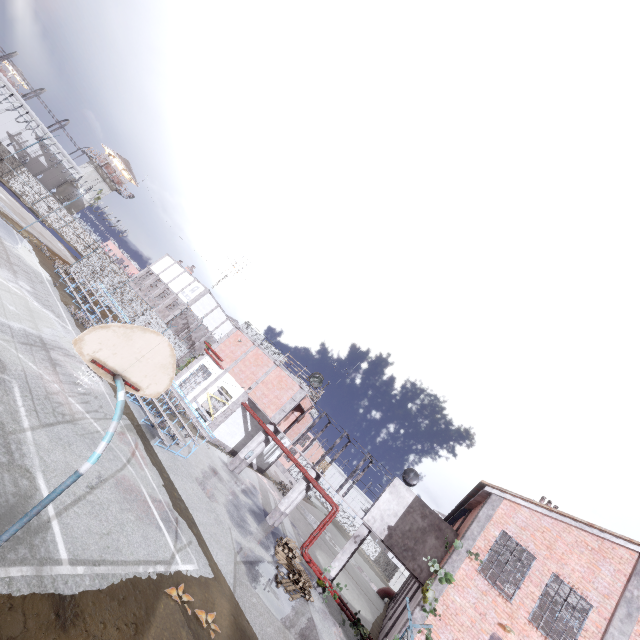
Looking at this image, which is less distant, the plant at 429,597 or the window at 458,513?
the plant at 429,597

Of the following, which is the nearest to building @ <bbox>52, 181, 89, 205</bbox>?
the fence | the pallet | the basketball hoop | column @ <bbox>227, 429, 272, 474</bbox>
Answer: the fence

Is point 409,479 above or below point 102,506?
above

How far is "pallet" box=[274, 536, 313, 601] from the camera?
13.4 meters

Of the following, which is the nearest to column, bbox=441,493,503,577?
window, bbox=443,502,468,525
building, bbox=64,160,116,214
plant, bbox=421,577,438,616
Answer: plant, bbox=421,577,438,616

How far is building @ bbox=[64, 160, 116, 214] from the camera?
50.0 meters

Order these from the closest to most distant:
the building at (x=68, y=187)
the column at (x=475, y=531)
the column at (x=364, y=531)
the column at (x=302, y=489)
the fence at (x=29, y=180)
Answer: the column at (x=475, y=531), the column at (x=364, y=531), the column at (x=302, y=489), the fence at (x=29, y=180), the building at (x=68, y=187)

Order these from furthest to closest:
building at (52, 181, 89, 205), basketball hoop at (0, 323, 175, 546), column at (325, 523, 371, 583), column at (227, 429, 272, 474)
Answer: building at (52, 181, 89, 205)
column at (227, 429, 272, 474)
column at (325, 523, 371, 583)
basketball hoop at (0, 323, 175, 546)
